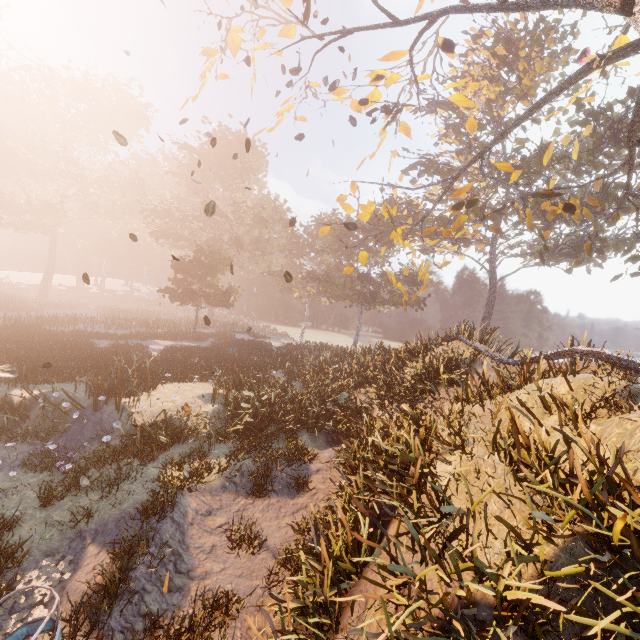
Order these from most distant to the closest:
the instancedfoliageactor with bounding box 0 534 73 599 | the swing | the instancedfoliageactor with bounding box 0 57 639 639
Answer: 1. the instancedfoliageactor with bounding box 0 534 73 599
2. the instancedfoliageactor with bounding box 0 57 639 639
3. the swing

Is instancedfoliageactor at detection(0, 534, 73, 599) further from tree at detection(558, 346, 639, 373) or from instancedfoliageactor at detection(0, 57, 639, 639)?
instancedfoliageactor at detection(0, 57, 639, 639)

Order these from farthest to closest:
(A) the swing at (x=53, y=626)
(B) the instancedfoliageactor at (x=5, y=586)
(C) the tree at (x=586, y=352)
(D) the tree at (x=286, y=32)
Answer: (C) the tree at (x=586, y=352)
(D) the tree at (x=286, y=32)
(B) the instancedfoliageactor at (x=5, y=586)
(A) the swing at (x=53, y=626)

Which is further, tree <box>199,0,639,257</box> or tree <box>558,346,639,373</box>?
tree <box>558,346,639,373</box>

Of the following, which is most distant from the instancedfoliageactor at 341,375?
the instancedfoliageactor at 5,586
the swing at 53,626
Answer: the instancedfoliageactor at 5,586

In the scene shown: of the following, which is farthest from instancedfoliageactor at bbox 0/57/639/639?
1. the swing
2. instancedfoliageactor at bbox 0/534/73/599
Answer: instancedfoliageactor at bbox 0/534/73/599

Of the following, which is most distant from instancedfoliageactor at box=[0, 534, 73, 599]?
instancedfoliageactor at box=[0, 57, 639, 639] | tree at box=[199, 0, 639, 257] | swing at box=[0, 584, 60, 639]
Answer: instancedfoliageactor at box=[0, 57, 639, 639]

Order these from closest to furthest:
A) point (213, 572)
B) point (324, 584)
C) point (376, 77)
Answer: point (324, 584), point (213, 572), point (376, 77)
